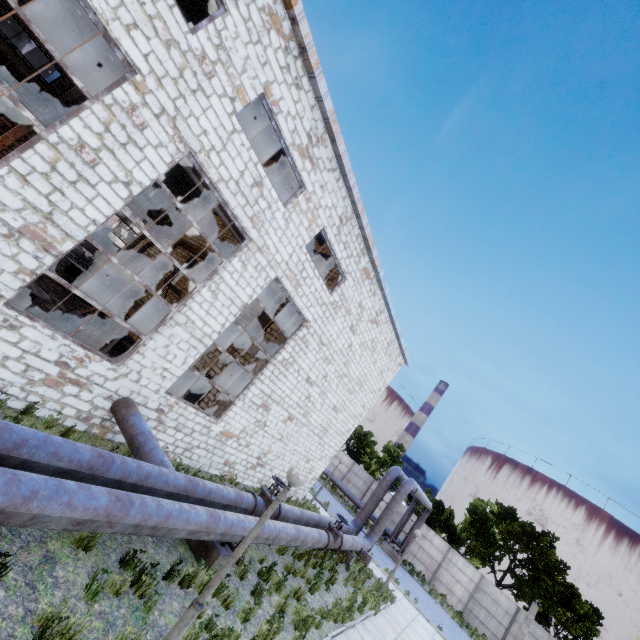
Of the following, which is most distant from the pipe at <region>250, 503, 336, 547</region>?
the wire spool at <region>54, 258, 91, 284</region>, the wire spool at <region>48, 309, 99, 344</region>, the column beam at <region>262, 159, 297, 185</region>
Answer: the wire spool at <region>54, 258, 91, 284</region>

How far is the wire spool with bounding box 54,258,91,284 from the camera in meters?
19.0 m

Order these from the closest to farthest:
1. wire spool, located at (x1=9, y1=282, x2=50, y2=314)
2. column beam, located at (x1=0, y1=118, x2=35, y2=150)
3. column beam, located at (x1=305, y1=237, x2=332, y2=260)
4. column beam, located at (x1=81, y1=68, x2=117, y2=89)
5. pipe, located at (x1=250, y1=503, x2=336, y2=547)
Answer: pipe, located at (x1=250, y1=503, x2=336, y2=547) < wire spool, located at (x1=9, y1=282, x2=50, y2=314) < column beam, located at (x1=305, y1=237, x2=332, y2=260) < column beam, located at (x1=81, y1=68, x2=117, y2=89) < column beam, located at (x1=0, y1=118, x2=35, y2=150)

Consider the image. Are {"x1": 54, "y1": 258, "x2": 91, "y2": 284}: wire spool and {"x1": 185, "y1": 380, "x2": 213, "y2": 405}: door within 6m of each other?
no

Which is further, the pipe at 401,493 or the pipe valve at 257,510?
the pipe at 401,493

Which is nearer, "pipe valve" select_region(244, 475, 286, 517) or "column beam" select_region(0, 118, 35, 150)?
"pipe valve" select_region(244, 475, 286, 517)

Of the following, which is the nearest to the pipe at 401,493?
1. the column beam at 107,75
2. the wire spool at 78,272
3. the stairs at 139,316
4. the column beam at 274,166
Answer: the stairs at 139,316

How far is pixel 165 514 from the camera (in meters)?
5.65
